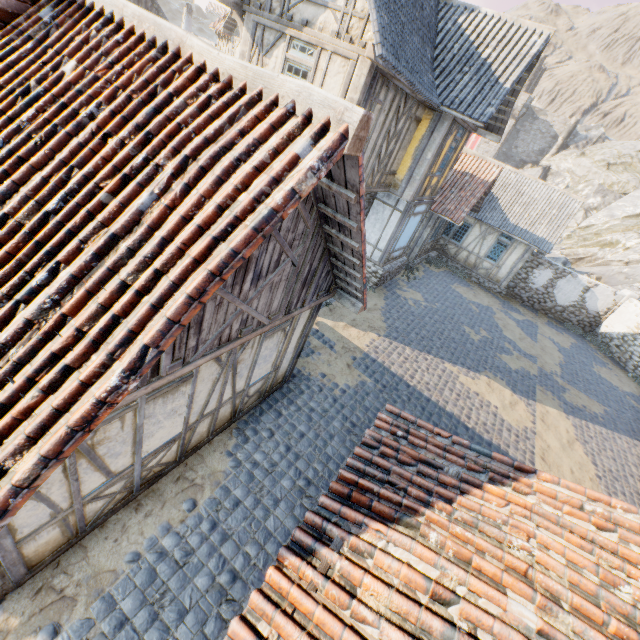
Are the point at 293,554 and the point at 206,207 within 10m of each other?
yes

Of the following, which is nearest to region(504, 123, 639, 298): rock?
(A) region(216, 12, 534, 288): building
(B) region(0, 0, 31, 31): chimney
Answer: (A) region(216, 12, 534, 288): building

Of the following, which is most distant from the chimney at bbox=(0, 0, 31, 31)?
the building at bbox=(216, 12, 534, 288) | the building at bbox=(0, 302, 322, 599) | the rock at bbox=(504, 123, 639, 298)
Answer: the rock at bbox=(504, 123, 639, 298)

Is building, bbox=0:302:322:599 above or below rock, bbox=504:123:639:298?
below

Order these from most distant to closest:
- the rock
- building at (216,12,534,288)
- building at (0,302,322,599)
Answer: the rock, building at (216,12,534,288), building at (0,302,322,599)

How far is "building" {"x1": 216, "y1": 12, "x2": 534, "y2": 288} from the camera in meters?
7.8

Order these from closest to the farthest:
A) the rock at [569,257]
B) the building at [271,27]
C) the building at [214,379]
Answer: the building at [214,379] → the building at [271,27] → the rock at [569,257]

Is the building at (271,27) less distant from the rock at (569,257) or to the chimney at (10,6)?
the chimney at (10,6)
